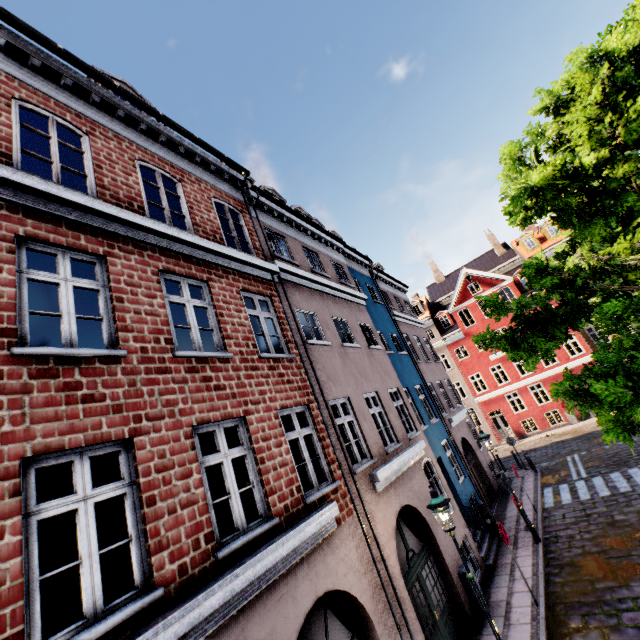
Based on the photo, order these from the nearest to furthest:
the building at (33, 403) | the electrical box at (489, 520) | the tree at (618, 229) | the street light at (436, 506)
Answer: the building at (33, 403) < the tree at (618, 229) < the street light at (436, 506) < the electrical box at (489, 520)

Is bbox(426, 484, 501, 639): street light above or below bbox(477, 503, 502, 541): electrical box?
above

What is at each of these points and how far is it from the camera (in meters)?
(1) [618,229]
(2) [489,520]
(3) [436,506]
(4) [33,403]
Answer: (1) tree, 7.14
(2) electrical box, 12.40
(3) street light, 6.43
(4) building, 3.63

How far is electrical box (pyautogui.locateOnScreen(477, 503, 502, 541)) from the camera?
12.2 meters

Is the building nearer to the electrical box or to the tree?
the electrical box

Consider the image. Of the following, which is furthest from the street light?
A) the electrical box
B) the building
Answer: the electrical box

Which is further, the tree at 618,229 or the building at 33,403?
the tree at 618,229
